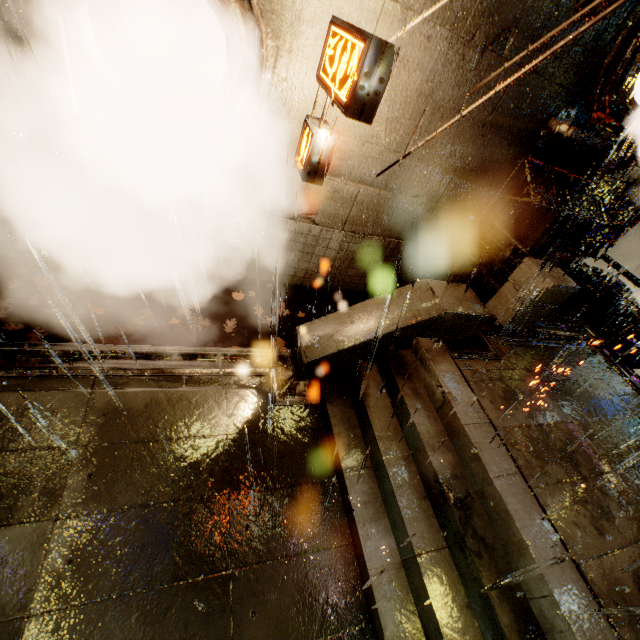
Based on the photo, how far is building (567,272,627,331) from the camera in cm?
1016

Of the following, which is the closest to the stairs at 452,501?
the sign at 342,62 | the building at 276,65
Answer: the building at 276,65

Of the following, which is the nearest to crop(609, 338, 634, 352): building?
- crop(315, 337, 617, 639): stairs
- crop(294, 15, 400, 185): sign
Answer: crop(294, 15, 400, 185): sign

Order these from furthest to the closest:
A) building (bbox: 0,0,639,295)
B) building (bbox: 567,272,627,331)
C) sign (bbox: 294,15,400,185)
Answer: building (bbox: 567,272,627,331) → building (bbox: 0,0,639,295) → sign (bbox: 294,15,400,185)

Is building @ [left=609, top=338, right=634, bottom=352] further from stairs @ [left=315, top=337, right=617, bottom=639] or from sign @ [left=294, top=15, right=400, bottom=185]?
stairs @ [left=315, top=337, right=617, bottom=639]

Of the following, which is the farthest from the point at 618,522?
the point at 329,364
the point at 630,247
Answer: the point at 630,247

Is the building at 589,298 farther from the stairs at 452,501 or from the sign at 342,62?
the stairs at 452,501
